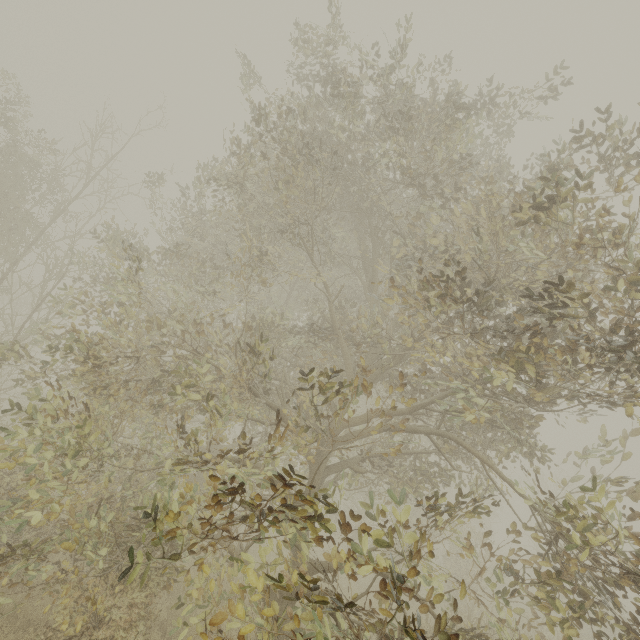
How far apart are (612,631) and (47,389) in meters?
38.2 m
